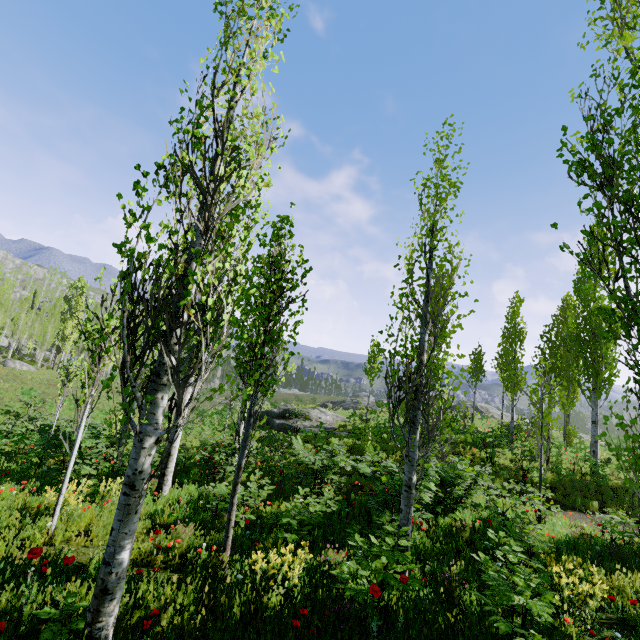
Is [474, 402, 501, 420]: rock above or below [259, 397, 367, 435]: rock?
above

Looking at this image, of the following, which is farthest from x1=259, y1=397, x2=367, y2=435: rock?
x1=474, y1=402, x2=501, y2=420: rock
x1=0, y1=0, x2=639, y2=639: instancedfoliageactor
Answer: x1=474, y1=402, x2=501, y2=420: rock

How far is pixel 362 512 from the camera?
7.79m

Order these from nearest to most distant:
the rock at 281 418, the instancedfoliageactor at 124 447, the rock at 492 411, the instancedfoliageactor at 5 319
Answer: the instancedfoliageactor at 124 447
the rock at 281 418
the rock at 492 411
the instancedfoliageactor at 5 319

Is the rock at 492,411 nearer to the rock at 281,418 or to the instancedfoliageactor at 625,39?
the instancedfoliageactor at 625,39

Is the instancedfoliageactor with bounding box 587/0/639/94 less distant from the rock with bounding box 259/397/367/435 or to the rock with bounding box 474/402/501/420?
the rock with bounding box 474/402/501/420
